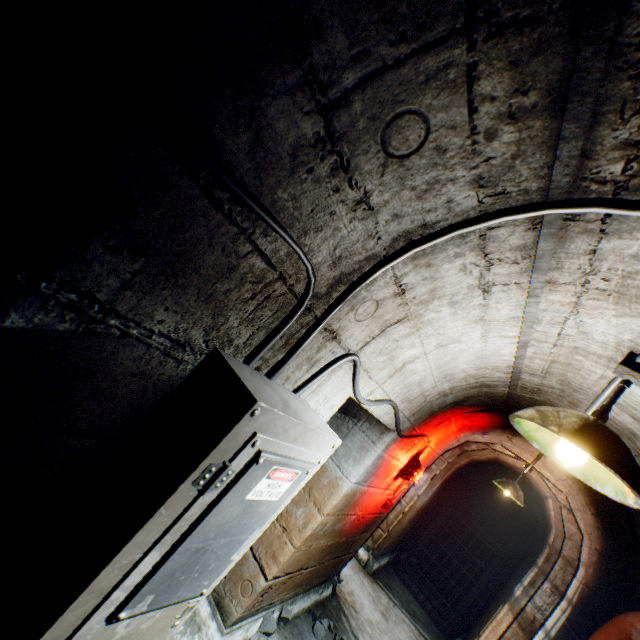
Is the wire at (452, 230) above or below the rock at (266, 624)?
above

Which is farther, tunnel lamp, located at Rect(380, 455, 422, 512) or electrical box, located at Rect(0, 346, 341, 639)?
tunnel lamp, located at Rect(380, 455, 422, 512)

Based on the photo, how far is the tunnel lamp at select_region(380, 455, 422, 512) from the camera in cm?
336

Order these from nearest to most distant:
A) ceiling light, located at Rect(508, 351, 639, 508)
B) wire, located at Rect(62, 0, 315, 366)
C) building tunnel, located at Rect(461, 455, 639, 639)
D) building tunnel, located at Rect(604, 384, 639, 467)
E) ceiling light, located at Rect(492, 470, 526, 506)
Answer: wire, located at Rect(62, 0, 315, 366) → ceiling light, located at Rect(508, 351, 639, 508) → building tunnel, located at Rect(604, 384, 639, 467) → building tunnel, located at Rect(461, 455, 639, 639) → ceiling light, located at Rect(492, 470, 526, 506)

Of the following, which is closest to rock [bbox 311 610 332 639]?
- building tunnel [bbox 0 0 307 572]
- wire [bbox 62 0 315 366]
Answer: building tunnel [bbox 0 0 307 572]

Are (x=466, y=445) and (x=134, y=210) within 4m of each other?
no

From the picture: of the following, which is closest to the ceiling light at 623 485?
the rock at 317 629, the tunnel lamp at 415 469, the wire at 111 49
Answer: the wire at 111 49

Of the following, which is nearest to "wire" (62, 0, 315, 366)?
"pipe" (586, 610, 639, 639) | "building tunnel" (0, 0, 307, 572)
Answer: "building tunnel" (0, 0, 307, 572)
